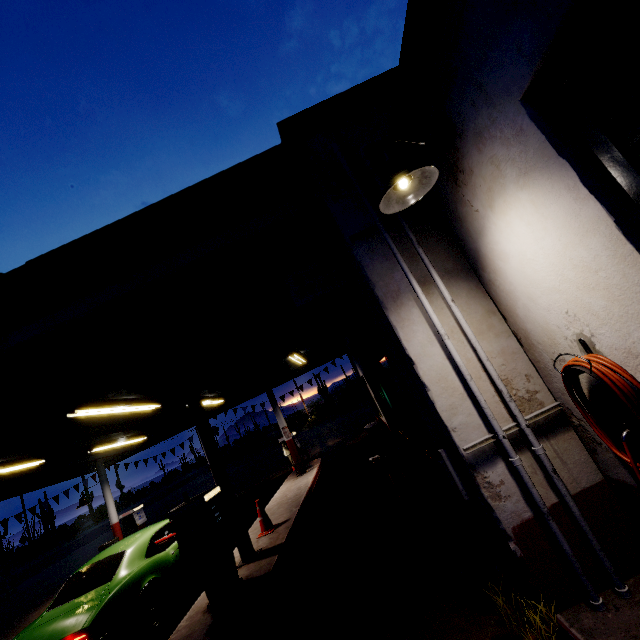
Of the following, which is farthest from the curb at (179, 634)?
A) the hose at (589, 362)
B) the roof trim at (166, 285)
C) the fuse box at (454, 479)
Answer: the hose at (589, 362)

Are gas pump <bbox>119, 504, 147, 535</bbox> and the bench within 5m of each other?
no

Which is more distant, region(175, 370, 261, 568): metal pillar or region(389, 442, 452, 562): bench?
region(175, 370, 261, 568): metal pillar

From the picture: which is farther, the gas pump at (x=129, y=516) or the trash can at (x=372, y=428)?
the gas pump at (x=129, y=516)

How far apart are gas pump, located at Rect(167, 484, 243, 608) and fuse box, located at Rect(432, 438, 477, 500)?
4.0m

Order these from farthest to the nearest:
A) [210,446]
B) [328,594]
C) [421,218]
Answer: [210,446]
[328,594]
[421,218]

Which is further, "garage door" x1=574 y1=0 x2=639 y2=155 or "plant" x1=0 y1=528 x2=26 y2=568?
"plant" x1=0 y1=528 x2=26 y2=568

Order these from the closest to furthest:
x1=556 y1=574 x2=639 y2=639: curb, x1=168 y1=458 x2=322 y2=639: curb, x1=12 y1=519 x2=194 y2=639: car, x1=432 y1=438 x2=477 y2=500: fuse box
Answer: x1=556 y1=574 x2=639 y2=639: curb → x1=432 y1=438 x2=477 y2=500: fuse box → x1=168 y1=458 x2=322 y2=639: curb → x1=12 y1=519 x2=194 y2=639: car
